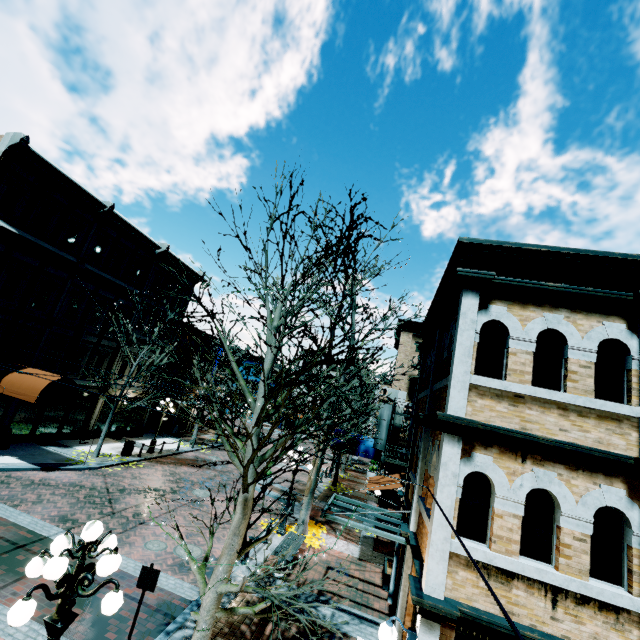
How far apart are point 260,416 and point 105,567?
2.8 meters

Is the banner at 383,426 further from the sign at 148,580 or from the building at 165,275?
the sign at 148,580

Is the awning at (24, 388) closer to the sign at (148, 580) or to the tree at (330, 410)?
the tree at (330, 410)

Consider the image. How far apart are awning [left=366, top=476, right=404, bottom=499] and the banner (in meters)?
4.94

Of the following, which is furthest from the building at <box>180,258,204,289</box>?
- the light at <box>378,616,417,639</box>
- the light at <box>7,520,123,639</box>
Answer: the light at <box>7,520,123,639</box>

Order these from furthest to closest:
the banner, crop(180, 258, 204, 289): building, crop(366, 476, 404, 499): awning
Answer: crop(180, 258, 204, 289): building → the banner → crop(366, 476, 404, 499): awning

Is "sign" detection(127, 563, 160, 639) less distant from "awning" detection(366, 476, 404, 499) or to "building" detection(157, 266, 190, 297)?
"building" detection(157, 266, 190, 297)

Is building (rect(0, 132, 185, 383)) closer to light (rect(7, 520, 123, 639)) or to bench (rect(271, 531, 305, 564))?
bench (rect(271, 531, 305, 564))
